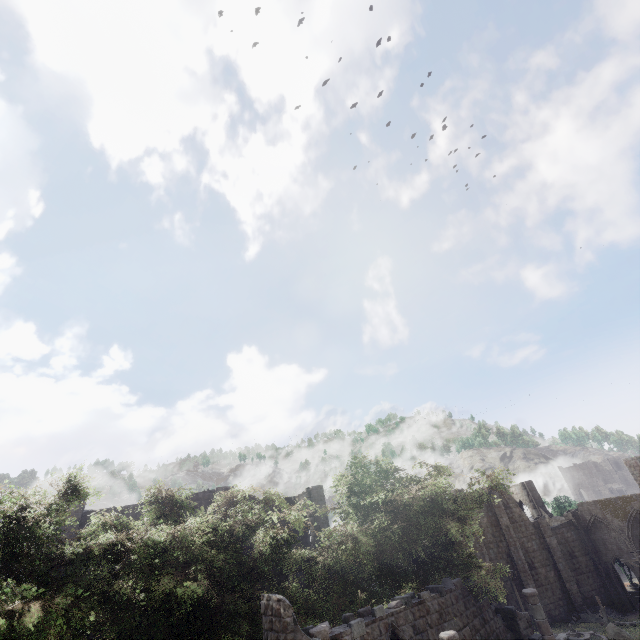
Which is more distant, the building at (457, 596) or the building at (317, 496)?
the building at (317, 496)

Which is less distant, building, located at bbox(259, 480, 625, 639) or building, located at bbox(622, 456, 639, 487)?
building, located at bbox(259, 480, 625, 639)

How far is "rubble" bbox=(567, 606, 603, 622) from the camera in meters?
31.5

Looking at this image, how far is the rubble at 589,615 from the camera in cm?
3145

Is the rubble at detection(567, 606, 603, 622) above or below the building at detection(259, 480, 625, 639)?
below

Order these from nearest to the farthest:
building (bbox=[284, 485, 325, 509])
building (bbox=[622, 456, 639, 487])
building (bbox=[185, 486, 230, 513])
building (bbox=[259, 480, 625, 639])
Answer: building (bbox=[259, 480, 625, 639])
building (bbox=[185, 486, 230, 513])
building (bbox=[284, 485, 325, 509])
building (bbox=[622, 456, 639, 487])

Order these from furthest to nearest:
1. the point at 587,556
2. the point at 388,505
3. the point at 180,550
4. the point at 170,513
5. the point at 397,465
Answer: the point at 587,556 → the point at 397,465 → the point at 388,505 → the point at 170,513 → the point at 180,550
